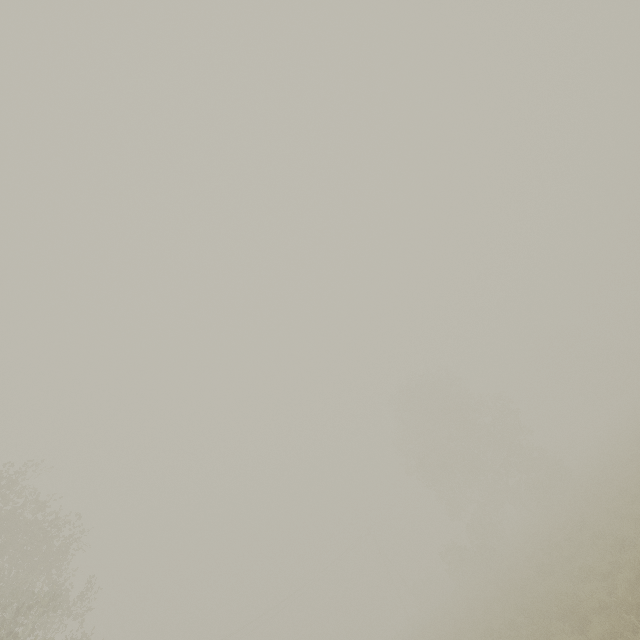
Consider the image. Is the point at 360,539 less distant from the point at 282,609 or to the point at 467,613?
the point at 282,609

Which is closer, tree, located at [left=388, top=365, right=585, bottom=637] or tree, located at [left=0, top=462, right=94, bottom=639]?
tree, located at [left=0, top=462, right=94, bottom=639]

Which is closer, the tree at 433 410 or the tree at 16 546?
the tree at 16 546
